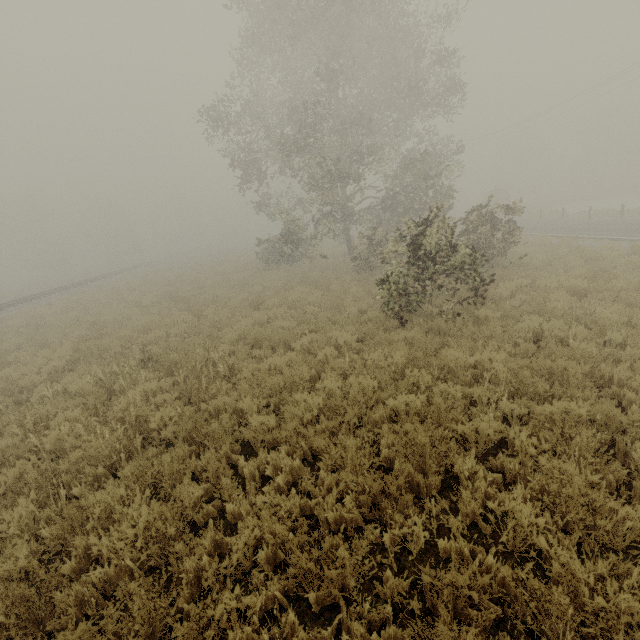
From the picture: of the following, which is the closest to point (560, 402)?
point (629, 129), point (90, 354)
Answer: point (90, 354)
